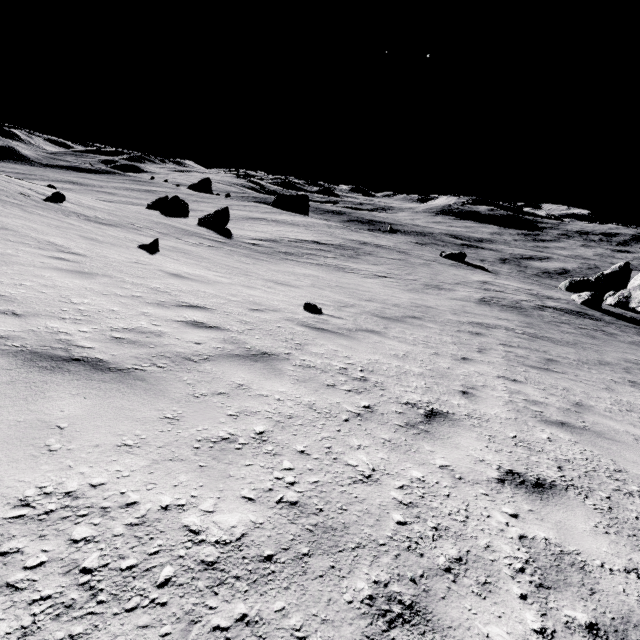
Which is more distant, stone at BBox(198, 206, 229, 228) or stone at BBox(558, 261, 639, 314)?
stone at BBox(198, 206, 229, 228)

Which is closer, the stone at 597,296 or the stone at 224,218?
the stone at 597,296

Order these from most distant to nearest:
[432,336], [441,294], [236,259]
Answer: [441,294] < [236,259] < [432,336]

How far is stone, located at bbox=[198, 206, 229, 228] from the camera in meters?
28.9

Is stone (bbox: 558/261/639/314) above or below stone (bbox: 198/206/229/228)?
below

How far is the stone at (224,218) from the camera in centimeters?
2889cm
